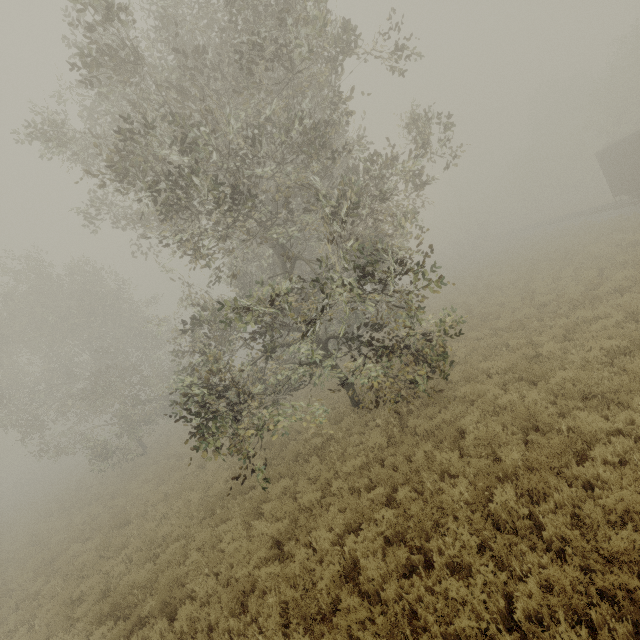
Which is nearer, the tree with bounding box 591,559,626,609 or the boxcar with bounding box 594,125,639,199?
the tree with bounding box 591,559,626,609

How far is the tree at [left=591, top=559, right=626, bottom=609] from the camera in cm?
369

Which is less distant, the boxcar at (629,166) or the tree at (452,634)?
the tree at (452,634)

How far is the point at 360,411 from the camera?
12.44m

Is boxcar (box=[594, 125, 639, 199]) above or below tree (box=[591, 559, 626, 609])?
above

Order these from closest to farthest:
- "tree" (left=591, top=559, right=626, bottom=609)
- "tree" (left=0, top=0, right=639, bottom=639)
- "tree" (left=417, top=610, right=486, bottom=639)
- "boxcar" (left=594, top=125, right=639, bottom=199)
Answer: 1. "tree" (left=591, top=559, right=626, bottom=609)
2. "tree" (left=417, top=610, right=486, bottom=639)
3. "tree" (left=0, top=0, right=639, bottom=639)
4. "boxcar" (left=594, top=125, right=639, bottom=199)

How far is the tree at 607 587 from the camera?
3.7 meters
